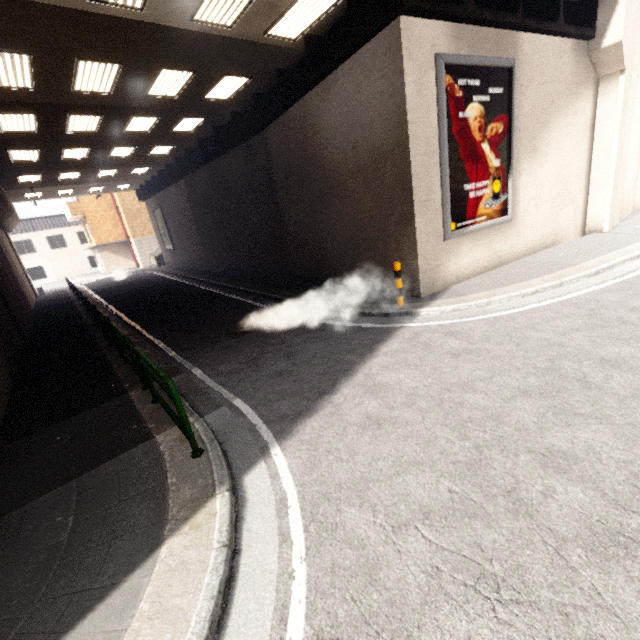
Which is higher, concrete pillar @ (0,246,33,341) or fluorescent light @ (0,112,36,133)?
fluorescent light @ (0,112,36,133)

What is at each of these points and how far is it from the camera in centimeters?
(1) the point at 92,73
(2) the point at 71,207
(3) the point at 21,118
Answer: (1) fluorescent light, 843cm
(2) balcony, 3106cm
(3) fluorescent light, 1027cm

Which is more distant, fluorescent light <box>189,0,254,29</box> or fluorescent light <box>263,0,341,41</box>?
fluorescent light <box>263,0,341,41</box>

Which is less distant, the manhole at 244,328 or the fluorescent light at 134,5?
the fluorescent light at 134,5

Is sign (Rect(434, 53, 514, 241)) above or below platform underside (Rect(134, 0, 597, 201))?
below

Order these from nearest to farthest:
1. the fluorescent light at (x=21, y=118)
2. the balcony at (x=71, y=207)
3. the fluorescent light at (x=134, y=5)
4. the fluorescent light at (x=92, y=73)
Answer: the fluorescent light at (x=134, y=5)
the fluorescent light at (x=92, y=73)
the fluorescent light at (x=21, y=118)
the balcony at (x=71, y=207)

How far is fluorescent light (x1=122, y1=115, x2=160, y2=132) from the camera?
12.0 meters

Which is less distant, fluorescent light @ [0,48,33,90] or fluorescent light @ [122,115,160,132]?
fluorescent light @ [0,48,33,90]
